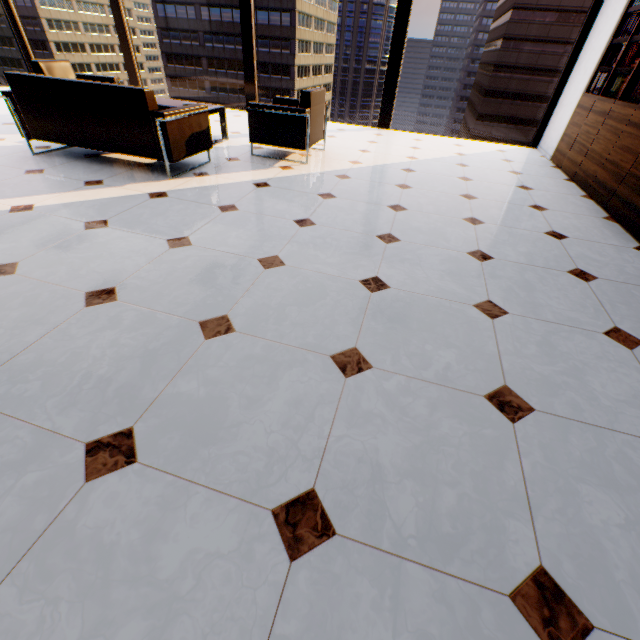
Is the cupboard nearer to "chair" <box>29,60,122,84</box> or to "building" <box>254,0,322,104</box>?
"chair" <box>29,60,122,84</box>

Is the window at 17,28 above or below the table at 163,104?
above

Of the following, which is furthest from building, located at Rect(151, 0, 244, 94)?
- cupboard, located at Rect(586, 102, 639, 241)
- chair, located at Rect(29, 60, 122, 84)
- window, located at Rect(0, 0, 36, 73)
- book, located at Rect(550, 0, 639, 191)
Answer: cupboard, located at Rect(586, 102, 639, 241)

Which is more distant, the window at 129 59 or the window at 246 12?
the window at 129 59

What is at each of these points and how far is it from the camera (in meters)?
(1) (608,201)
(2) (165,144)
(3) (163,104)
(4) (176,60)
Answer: (1) cupboard, 3.59
(2) sofa, 3.26
(3) table, 4.50
(4) building, 59.72

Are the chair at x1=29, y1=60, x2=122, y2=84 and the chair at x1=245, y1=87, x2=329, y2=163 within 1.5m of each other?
no

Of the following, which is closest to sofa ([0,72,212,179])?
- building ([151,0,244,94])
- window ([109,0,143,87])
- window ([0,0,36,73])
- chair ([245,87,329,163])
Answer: chair ([245,87,329,163])

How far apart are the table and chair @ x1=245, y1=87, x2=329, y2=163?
0.7 meters
